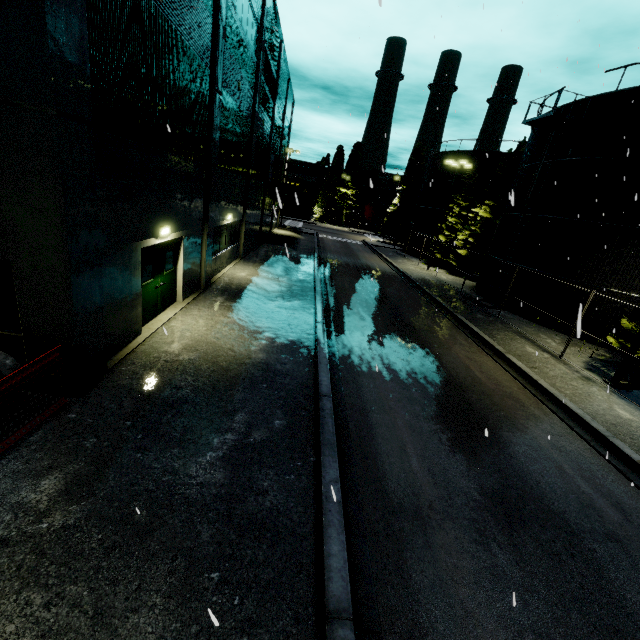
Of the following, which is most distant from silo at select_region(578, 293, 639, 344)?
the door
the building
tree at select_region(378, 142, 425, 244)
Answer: the door

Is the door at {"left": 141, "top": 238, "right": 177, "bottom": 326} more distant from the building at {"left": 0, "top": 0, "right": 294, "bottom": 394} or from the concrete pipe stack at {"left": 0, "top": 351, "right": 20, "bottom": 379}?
the concrete pipe stack at {"left": 0, "top": 351, "right": 20, "bottom": 379}

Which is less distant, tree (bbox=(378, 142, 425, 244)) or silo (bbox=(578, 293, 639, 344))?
silo (bbox=(578, 293, 639, 344))

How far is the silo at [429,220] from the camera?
33.2m

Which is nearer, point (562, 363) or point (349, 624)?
point (349, 624)

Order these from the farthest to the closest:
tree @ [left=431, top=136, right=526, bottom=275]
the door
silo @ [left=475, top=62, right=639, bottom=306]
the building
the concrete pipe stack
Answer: tree @ [left=431, top=136, right=526, bottom=275], silo @ [left=475, top=62, right=639, bottom=306], the door, the concrete pipe stack, the building

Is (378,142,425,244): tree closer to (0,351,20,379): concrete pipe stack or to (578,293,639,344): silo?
(578,293,639,344): silo

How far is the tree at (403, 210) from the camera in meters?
46.8
